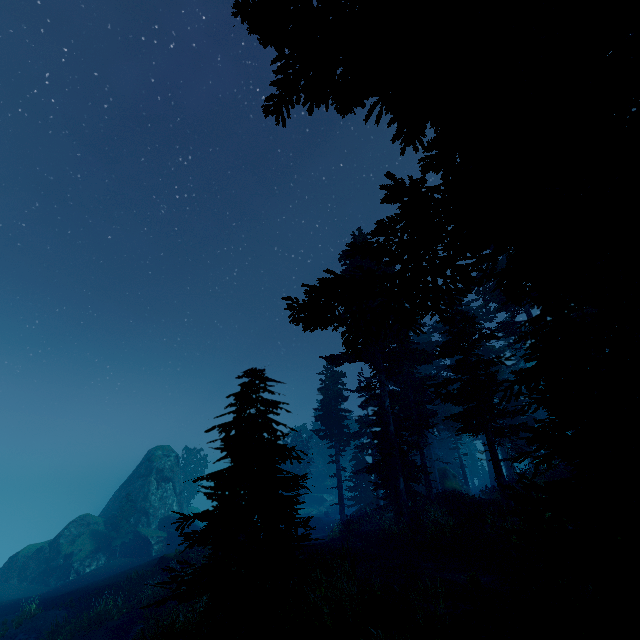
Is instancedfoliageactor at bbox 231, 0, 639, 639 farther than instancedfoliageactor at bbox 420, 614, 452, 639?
No

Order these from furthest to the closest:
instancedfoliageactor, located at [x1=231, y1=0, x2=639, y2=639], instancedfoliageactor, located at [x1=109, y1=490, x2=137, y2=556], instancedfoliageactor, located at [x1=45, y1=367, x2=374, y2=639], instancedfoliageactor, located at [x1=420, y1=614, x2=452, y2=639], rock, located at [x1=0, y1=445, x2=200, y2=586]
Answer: instancedfoliageactor, located at [x1=109, y1=490, x2=137, y2=556]
rock, located at [x1=0, y1=445, x2=200, y2=586]
instancedfoliageactor, located at [x1=45, y1=367, x2=374, y2=639]
instancedfoliageactor, located at [x1=420, y1=614, x2=452, y2=639]
instancedfoliageactor, located at [x1=231, y1=0, x2=639, y2=639]

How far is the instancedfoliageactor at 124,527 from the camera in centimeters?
3806cm

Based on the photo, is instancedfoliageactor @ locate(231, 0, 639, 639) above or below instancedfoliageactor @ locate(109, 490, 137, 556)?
above

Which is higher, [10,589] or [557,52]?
[557,52]

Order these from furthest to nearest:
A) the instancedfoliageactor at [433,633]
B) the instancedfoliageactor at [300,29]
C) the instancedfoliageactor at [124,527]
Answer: the instancedfoliageactor at [124,527]
the instancedfoliageactor at [433,633]
the instancedfoliageactor at [300,29]
